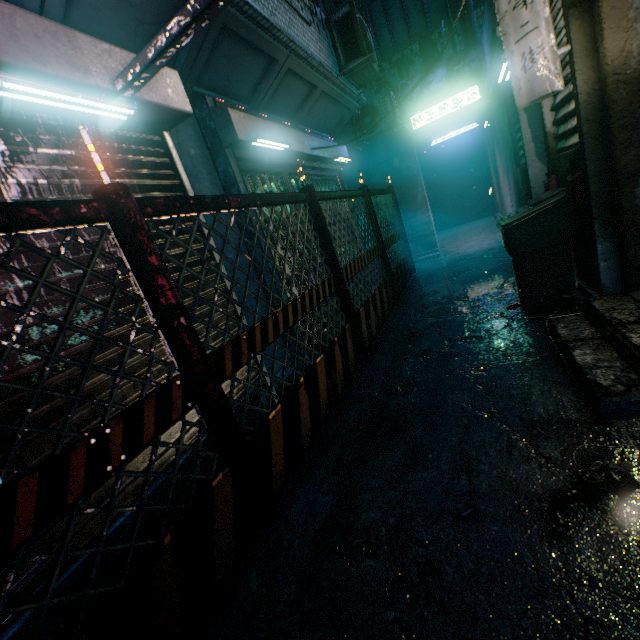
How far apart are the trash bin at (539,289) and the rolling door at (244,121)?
2.6m

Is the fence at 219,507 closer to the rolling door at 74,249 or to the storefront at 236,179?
the rolling door at 74,249

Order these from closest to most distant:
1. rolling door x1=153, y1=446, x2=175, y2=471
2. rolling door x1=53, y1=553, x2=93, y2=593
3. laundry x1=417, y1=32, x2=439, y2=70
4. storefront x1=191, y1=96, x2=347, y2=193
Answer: rolling door x1=53, y1=553, x2=93, y2=593 → rolling door x1=153, y1=446, x2=175, y2=471 → storefront x1=191, y1=96, x2=347, y2=193 → laundry x1=417, y1=32, x2=439, y2=70

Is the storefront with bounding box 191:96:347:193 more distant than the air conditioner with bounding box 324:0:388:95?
No

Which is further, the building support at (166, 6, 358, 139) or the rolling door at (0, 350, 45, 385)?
the building support at (166, 6, 358, 139)

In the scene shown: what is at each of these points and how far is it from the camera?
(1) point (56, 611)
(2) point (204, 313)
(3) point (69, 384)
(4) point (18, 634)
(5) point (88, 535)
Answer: (1) rolling door, 1.5 meters
(2) rolling door, 2.5 meters
(3) rolling door, 1.7 meters
(4) rolling door, 1.3 meters
(5) rolling door, 1.6 meters

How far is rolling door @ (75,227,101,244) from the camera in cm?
186
